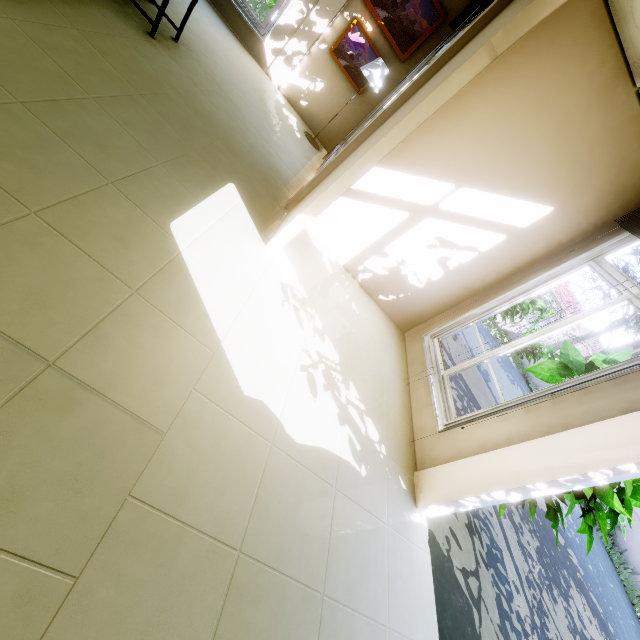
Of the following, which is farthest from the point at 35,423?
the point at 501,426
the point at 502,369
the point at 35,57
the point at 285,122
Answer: the point at 502,369

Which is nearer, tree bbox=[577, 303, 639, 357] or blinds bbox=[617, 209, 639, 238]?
blinds bbox=[617, 209, 639, 238]

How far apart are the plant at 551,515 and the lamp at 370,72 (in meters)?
4.70

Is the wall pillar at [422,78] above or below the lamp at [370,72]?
above

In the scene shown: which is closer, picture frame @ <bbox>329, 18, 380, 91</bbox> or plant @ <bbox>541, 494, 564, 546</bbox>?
plant @ <bbox>541, 494, 564, 546</bbox>

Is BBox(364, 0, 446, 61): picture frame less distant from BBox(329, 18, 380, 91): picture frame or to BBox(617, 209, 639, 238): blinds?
BBox(329, 18, 380, 91): picture frame

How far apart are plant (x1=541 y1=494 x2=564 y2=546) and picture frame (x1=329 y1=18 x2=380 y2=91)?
5.2m

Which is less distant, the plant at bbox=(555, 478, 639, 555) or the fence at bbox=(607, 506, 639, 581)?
the plant at bbox=(555, 478, 639, 555)
